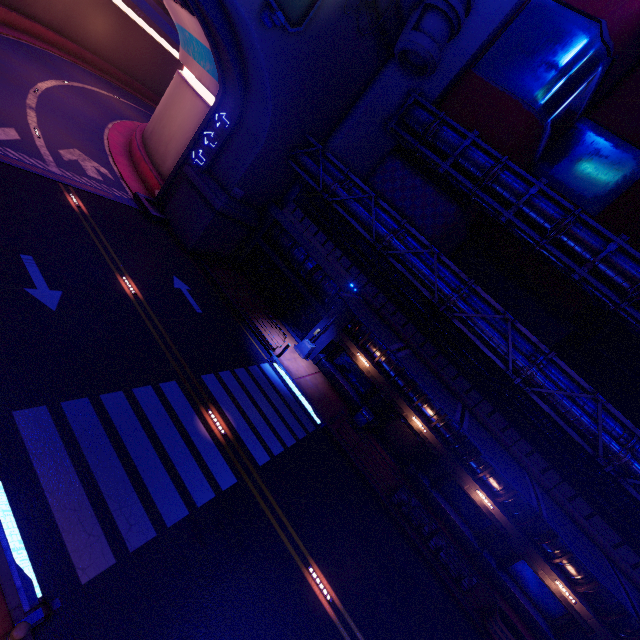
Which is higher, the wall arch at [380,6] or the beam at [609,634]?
the wall arch at [380,6]

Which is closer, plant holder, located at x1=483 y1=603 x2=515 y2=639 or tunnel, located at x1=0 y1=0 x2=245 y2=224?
plant holder, located at x1=483 y1=603 x2=515 y2=639

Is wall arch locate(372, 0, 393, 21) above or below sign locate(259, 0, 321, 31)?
above

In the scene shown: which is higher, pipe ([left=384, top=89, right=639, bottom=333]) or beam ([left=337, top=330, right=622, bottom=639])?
pipe ([left=384, top=89, right=639, bottom=333])

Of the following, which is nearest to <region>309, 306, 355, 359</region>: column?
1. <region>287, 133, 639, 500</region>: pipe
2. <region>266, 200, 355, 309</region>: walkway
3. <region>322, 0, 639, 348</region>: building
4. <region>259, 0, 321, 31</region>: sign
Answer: <region>266, 200, 355, 309</region>: walkway

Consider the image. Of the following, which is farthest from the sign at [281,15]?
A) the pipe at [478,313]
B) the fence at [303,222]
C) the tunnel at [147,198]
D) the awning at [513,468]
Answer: the awning at [513,468]

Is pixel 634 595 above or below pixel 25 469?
above

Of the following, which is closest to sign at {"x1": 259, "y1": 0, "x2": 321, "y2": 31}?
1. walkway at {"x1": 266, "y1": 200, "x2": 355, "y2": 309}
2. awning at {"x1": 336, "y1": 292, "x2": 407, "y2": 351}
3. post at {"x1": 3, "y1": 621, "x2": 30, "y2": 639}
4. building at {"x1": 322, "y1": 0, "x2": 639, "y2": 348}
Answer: building at {"x1": 322, "y1": 0, "x2": 639, "y2": 348}
